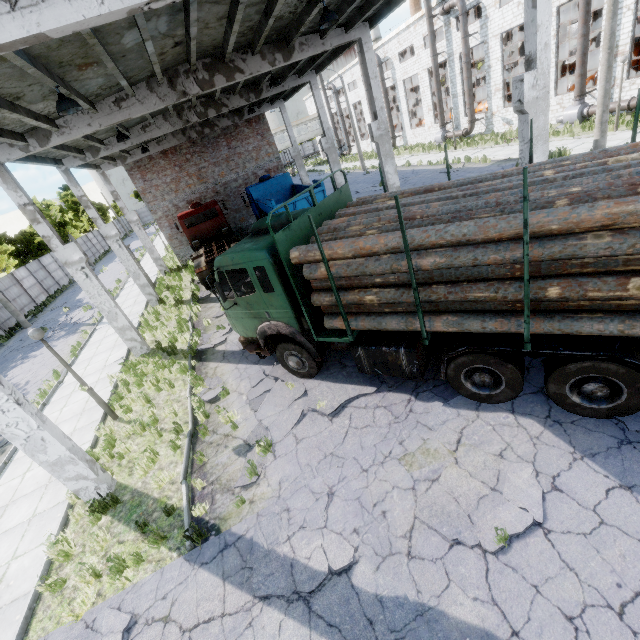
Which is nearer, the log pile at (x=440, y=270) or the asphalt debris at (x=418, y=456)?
the log pile at (x=440, y=270)

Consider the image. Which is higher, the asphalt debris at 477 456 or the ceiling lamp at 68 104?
the ceiling lamp at 68 104

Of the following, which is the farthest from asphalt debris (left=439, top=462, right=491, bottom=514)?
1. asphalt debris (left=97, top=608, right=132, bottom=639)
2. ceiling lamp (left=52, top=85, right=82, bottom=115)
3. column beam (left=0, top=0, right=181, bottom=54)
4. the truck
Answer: ceiling lamp (left=52, top=85, right=82, bottom=115)

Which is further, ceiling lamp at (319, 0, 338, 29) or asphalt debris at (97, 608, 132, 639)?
ceiling lamp at (319, 0, 338, 29)

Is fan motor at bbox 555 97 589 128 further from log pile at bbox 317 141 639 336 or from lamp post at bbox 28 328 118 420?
lamp post at bbox 28 328 118 420

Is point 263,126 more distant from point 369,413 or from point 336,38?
point 369,413

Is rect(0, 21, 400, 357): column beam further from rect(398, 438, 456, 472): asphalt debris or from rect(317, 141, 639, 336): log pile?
rect(398, 438, 456, 472): asphalt debris

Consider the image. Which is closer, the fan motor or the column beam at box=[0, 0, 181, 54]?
the column beam at box=[0, 0, 181, 54]
